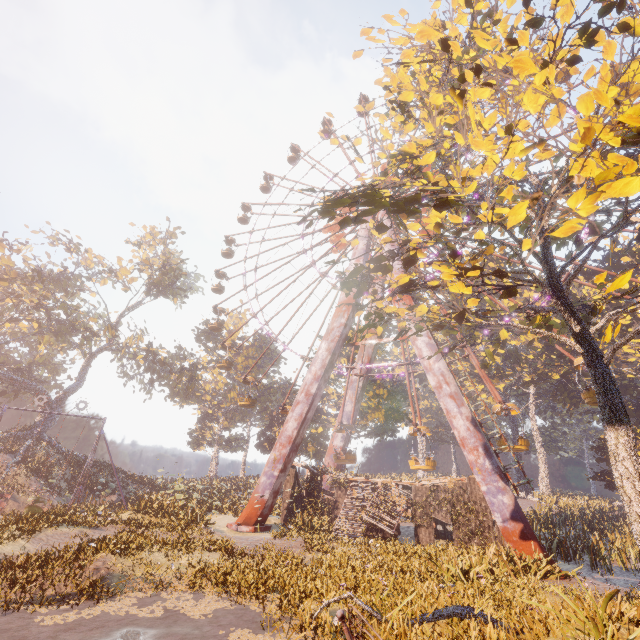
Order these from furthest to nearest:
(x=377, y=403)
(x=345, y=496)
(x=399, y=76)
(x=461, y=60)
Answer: (x=377, y=403), (x=345, y=496), (x=399, y=76), (x=461, y=60)

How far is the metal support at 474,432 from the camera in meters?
13.8 m

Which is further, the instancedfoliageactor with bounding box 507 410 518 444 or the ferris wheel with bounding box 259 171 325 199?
the instancedfoliageactor with bounding box 507 410 518 444

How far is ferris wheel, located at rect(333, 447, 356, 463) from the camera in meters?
22.7

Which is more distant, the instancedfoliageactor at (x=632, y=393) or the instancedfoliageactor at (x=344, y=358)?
the instancedfoliageactor at (x=344, y=358)

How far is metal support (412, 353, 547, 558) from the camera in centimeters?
1376cm

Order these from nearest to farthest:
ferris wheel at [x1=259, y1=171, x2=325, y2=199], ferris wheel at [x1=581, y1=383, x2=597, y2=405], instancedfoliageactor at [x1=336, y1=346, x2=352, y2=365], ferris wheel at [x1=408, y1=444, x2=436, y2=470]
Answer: ferris wheel at [x1=581, y1=383, x2=597, y2=405], ferris wheel at [x1=408, y1=444, x2=436, y2=470], instancedfoliageactor at [x1=336, y1=346, x2=352, y2=365], ferris wheel at [x1=259, y1=171, x2=325, y2=199]
